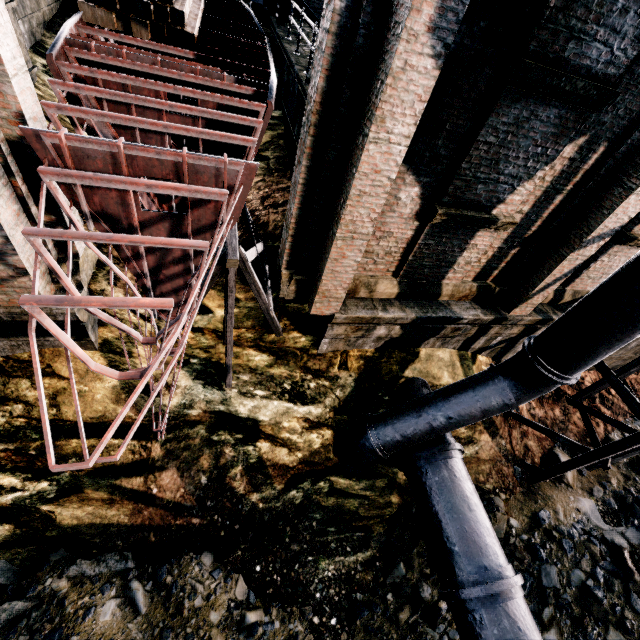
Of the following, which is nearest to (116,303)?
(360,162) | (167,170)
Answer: (167,170)

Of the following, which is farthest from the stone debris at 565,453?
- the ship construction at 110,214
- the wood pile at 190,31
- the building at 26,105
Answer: the wood pile at 190,31

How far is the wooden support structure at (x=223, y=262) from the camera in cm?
661

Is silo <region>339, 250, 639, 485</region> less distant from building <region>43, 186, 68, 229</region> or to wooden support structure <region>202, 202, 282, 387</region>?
building <region>43, 186, 68, 229</region>

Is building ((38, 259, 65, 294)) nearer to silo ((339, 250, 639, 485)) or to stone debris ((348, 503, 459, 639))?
silo ((339, 250, 639, 485))

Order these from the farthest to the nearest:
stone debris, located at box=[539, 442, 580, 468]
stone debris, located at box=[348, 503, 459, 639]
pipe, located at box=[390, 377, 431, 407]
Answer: stone debris, located at box=[539, 442, 580, 468] < pipe, located at box=[390, 377, 431, 407] < stone debris, located at box=[348, 503, 459, 639]

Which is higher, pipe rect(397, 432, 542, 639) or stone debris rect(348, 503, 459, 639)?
pipe rect(397, 432, 542, 639)

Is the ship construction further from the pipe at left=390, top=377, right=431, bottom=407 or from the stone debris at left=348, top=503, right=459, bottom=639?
the pipe at left=390, top=377, right=431, bottom=407
